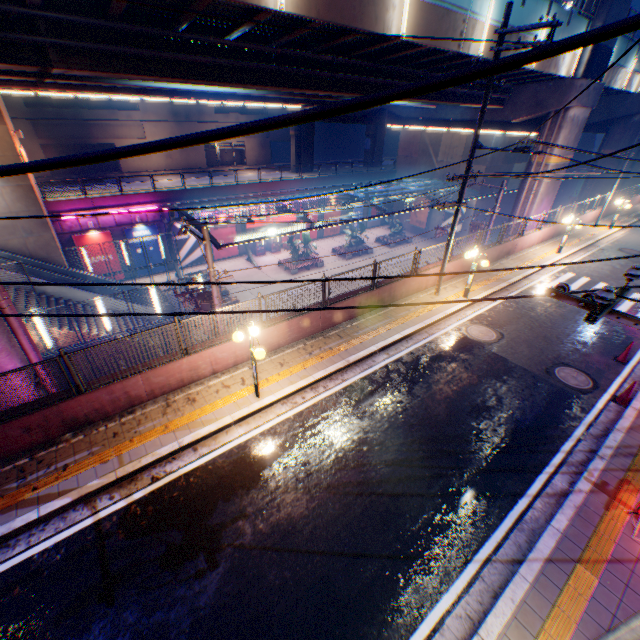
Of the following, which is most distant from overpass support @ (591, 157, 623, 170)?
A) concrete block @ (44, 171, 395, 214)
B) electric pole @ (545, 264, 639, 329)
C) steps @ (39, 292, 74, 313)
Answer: steps @ (39, 292, 74, 313)

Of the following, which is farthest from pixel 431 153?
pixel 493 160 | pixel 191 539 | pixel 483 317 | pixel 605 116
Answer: pixel 191 539

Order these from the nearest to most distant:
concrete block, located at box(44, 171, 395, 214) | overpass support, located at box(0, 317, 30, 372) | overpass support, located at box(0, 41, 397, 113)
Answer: overpass support, located at box(0, 317, 30, 372), overpass support, located at box(0, 41, 397, 113), concrete block, located at box(44, 171, 395, 214)

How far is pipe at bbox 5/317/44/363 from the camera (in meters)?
8.07

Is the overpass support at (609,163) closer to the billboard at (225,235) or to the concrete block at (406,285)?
the concrete block at (406,285)

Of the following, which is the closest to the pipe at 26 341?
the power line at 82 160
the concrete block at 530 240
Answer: the concrete block at 530 240

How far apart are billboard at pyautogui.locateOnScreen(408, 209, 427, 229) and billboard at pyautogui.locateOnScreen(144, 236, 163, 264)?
29.8m

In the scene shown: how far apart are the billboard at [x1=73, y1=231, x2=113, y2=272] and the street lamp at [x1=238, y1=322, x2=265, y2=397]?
24.3 meters
